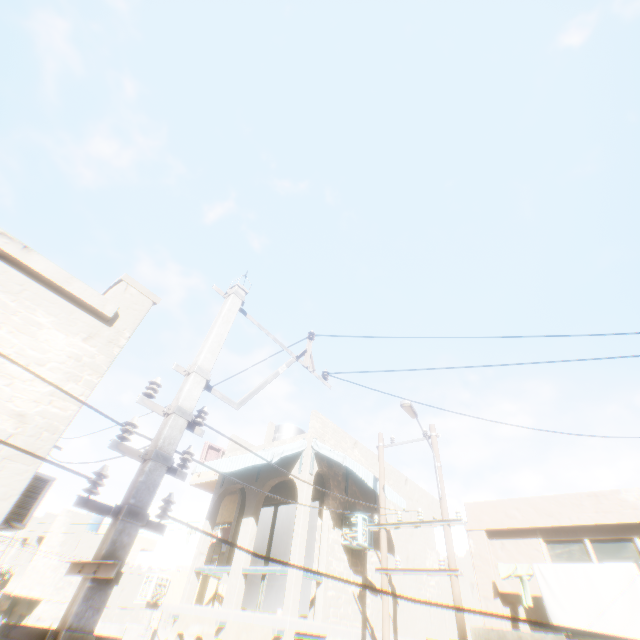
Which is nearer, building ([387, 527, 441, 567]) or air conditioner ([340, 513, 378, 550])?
air conditioner ([340, 513, 378, 550])

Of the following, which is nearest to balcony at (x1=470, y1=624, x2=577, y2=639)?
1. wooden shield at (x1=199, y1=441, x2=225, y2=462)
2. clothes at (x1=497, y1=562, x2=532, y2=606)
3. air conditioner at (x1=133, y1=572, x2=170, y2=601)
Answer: clothes at (x1=497, y1=562, x2=532, y2=606)

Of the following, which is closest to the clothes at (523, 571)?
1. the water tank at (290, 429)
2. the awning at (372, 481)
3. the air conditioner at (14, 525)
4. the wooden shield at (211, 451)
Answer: the awning at (372, 481)

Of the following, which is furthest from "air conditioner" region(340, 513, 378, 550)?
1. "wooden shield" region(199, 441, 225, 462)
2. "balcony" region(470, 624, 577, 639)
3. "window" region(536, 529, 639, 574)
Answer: "wooden shield" region(199, 441, 225, 462)

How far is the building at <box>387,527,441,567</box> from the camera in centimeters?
1237cm

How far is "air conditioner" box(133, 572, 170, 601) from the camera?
12.7 meters

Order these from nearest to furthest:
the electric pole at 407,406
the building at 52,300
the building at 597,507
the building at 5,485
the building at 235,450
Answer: the building at 5,485, the building at 52,300, the electric pole at 407,406, the building at 597,507, the building at 235,450

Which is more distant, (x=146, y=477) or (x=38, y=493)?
(x=38, y=493)
